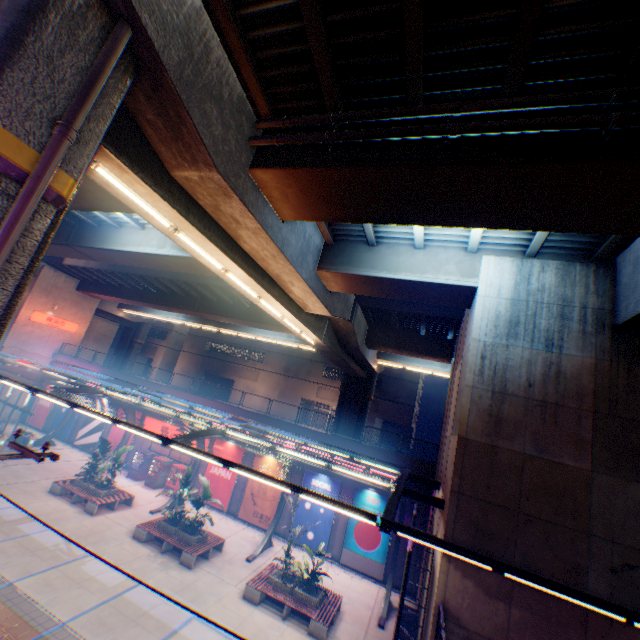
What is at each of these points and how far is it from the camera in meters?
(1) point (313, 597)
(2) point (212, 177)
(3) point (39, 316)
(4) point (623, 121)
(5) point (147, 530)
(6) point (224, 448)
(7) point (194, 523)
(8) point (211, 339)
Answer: (1) flower bed, 14.0 m
(2) overpass support, 7.2 m
(3) sign, 31.3 m
(4) pipe, 5.2 m
(5) bench, 16.6 m
(6) billboard, 24.1 m
(7) plants, 16.9 m
(8) building, 53.1 m

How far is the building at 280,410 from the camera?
44.8 meters

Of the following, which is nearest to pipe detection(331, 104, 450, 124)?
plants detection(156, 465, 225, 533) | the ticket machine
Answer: plants detection(156, 465, 225, 533)

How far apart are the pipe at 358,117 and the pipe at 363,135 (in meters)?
→ 0.30

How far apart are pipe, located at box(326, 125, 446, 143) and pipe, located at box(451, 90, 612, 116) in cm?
30

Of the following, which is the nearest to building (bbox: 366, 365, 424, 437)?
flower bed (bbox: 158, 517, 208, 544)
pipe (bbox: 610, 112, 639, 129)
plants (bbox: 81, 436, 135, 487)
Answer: plants (bbox: 81, 436, 135, 487)

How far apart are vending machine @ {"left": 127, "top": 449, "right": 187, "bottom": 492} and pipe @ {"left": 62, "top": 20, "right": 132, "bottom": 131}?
23.0m

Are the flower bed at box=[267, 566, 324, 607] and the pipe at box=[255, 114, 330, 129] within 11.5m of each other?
no
